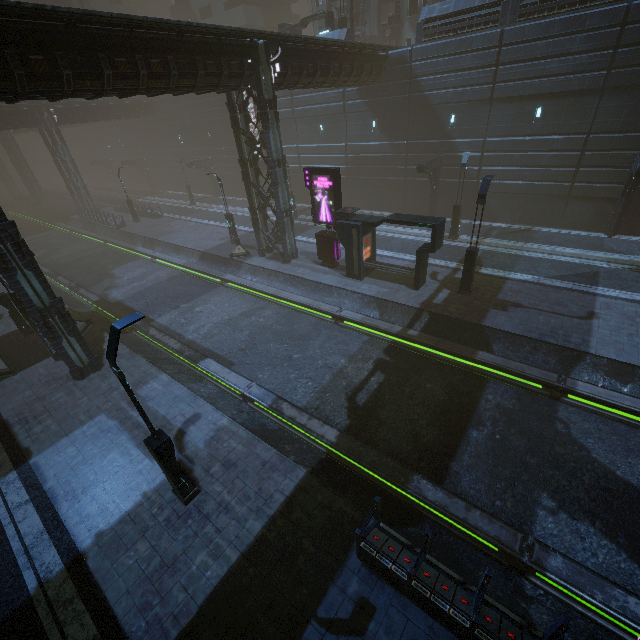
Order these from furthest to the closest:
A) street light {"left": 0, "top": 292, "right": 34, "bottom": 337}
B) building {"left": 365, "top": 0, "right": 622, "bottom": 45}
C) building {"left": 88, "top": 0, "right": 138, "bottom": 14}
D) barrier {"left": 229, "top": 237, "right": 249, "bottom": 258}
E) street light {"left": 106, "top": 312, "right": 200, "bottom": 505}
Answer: building {"left": 88, "top": 0, "right": 138, "bottom": 14} → barrier {"left": 229, "top": 237, "right": 249, "bottom": 258} → building {"left": 365, "top": 0, "right": 622, "bottom": 45} → street light {"left": 0, "top": 292, "right": 34, "bottom": 337} → street light {"left": 106, "top": 312, "right": 200, "bottom": 505}

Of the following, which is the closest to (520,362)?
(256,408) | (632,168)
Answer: (256,408)

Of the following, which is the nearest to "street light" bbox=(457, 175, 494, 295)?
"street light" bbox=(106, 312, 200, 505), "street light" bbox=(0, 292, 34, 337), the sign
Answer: the sign

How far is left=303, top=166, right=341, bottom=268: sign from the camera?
18.19m

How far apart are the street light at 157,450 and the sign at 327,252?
14.2m

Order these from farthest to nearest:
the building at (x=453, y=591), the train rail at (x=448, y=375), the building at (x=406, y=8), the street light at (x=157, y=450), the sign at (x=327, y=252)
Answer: the building at (x=406, y=8) → the sign at (x=327, y=252) → the train rail at (x=448, y=375) → the street light at (x=157, y=450) → the building at (x=453, y=591)

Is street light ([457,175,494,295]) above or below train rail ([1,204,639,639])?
above

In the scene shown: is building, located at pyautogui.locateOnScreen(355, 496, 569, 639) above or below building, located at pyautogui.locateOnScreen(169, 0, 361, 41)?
below
